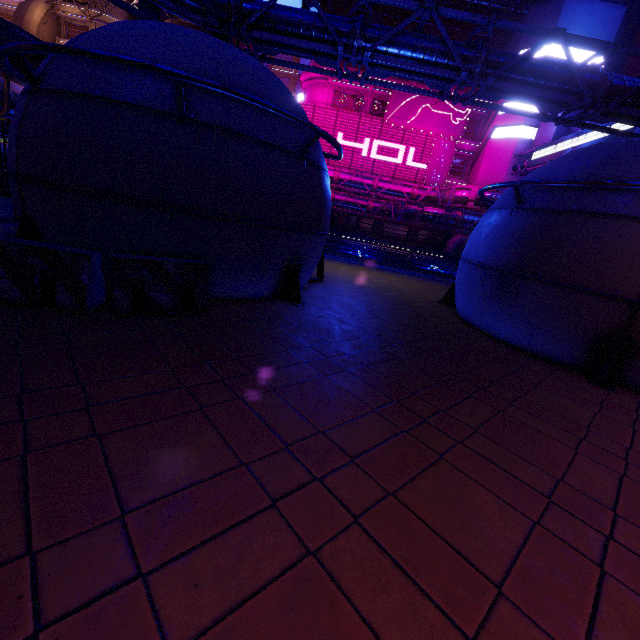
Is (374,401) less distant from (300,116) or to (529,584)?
(529,584)

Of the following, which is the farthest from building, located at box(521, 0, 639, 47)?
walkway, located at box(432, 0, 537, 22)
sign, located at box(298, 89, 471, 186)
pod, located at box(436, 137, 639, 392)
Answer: pod, located at box(436, 137, 639, 392)

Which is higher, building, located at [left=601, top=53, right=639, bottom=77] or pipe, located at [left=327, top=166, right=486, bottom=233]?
building, located at [left=601, top=53, right=639, bottom=77]

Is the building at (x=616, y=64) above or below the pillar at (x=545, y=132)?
above

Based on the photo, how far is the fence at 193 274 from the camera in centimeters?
507cm

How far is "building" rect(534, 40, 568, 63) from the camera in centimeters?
3294cm

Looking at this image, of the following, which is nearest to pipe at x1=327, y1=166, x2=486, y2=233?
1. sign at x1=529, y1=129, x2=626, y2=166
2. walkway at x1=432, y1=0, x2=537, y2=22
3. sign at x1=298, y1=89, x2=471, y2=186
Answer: sign at x1=529, y1=129, x2=626, y2=166

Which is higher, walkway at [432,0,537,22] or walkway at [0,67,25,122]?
walkway at [432,0,537,22]
